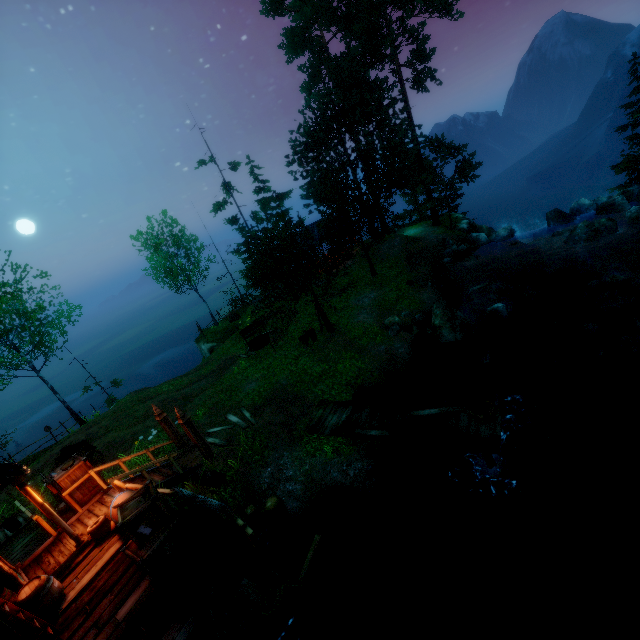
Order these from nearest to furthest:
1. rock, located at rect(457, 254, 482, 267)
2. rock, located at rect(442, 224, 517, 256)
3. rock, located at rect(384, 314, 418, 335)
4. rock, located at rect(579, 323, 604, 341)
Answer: rock, located at rect(579, 323, 604, 341) < rock, located at rect(384, 314, 418, 335) < rock, located at rect(457, 254, 482, 267) < rock, located at rect(442, 224, 517, 256)

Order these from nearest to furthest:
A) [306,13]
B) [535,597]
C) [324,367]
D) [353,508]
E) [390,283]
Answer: [535,597] < [353,508] < [324,367] < [390,283] < [306,13]

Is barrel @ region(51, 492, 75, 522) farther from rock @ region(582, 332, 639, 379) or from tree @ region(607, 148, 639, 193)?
rock @ region(582, 332, 639, 379)

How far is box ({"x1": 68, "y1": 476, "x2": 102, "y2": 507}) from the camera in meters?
10.1

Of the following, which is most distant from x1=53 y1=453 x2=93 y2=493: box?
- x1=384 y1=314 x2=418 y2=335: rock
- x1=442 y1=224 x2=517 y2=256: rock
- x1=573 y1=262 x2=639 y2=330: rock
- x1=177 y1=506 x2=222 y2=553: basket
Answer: x1=442 y1=224 x2=517 y2=256: rock

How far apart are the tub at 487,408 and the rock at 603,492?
3.1 meters

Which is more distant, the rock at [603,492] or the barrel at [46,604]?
the rock at [603,492]

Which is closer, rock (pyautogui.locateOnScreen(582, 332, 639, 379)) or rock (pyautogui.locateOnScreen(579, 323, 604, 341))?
rock (pyautogui.locateOnScreen(582, 332, 639, 379))
